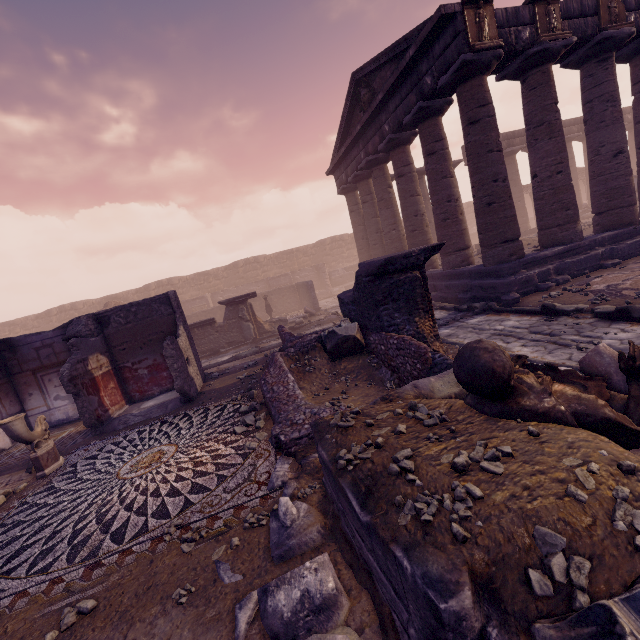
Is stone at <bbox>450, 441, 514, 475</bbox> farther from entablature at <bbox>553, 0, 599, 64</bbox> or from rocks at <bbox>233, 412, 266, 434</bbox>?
entablature at <bbox>553, 0, 599, 64</bbox>

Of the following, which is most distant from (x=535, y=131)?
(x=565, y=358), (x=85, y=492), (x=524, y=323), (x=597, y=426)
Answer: (x=85, y=492)

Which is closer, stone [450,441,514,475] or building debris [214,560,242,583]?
stone [450,441,514,475]

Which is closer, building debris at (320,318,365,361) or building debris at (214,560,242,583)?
building debris at (214,560,242,583)

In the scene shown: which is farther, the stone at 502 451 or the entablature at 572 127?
the entablature at 572 127

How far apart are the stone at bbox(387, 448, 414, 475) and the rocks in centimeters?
371cm

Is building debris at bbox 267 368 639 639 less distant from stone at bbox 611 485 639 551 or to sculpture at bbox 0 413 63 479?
stone at bbox 611 485 639 551

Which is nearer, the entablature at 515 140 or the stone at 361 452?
the stone at 361 452
